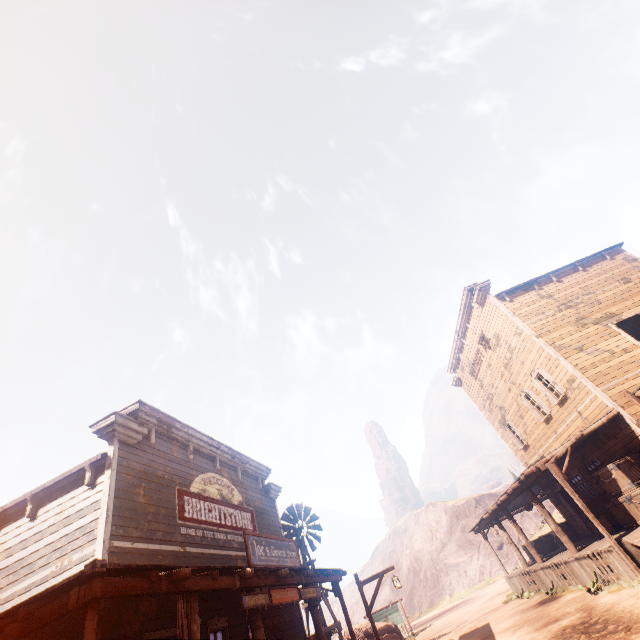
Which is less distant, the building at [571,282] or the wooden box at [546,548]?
the building at [571,282]

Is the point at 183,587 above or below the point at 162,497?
below

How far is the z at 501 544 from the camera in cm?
4017

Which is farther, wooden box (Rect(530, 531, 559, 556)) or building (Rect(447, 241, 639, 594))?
wooden box (Rect(530, 531, 559, 556))

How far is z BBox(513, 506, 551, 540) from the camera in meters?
33.2

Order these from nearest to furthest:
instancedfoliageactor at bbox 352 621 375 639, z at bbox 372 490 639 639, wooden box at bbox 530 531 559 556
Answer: z at bbox 372 490 639 639 < instancedfoliageactor at bbox 352 621 375 639 < wooden box at bbox 530 531 559 556

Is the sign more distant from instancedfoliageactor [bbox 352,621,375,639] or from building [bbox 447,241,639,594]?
building [bbox 447,241,639,594]

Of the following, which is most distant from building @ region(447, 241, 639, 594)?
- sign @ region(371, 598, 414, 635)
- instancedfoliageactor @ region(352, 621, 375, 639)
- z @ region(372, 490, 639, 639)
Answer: sign @ region(371, 598, 414, 635)
